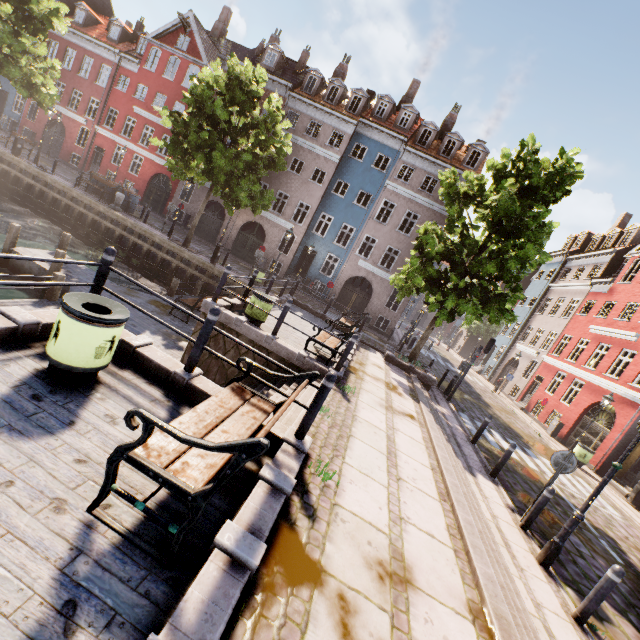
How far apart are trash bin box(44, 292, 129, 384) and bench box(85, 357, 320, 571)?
1.5m

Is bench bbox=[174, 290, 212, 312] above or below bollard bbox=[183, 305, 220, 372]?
below

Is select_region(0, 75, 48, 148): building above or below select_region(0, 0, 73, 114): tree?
below

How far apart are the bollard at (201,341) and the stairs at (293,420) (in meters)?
1.18

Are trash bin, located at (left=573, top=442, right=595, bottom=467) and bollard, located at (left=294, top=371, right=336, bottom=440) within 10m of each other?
no

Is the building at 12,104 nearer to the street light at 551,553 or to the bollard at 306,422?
the street light at 551,553

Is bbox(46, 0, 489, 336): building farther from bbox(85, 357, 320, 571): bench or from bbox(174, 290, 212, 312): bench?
bbox(85, 357, 320, 571): bench

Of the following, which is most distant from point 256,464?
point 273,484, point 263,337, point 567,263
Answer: point 567,263
